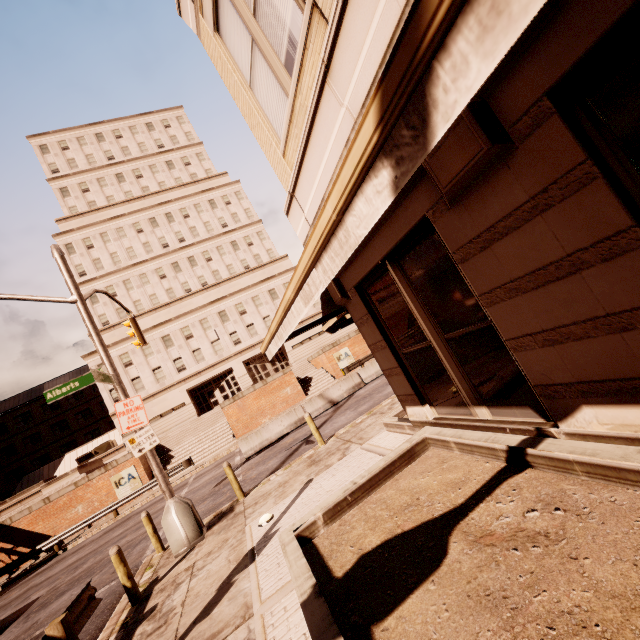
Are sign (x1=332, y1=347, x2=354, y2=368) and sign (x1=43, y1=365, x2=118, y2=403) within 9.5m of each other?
no

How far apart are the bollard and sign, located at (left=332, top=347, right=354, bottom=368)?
24.9m

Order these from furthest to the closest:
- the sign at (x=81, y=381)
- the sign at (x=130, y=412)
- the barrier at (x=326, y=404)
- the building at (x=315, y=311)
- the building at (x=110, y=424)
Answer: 1. the building at (x=315, y=311)
2. the building at (x=110, y=424)
3. the barrier at (x=326, y=404)
4. the sign at (x=130, y=412)
5. the sign at (x=81, y=381)

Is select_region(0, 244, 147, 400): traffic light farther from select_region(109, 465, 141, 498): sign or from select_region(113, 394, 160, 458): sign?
select_region(109, 465, 141, 498): sign

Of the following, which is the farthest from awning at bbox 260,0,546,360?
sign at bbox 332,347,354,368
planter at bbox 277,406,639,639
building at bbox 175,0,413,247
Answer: sign at bbox 332,347,354,368

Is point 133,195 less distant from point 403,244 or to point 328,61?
point 328,61

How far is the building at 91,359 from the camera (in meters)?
35.03

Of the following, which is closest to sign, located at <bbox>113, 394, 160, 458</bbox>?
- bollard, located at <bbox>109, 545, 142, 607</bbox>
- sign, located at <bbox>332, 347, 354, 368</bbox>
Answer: bollard, located at <bbox>109, 545, 142, 607</bbox>
